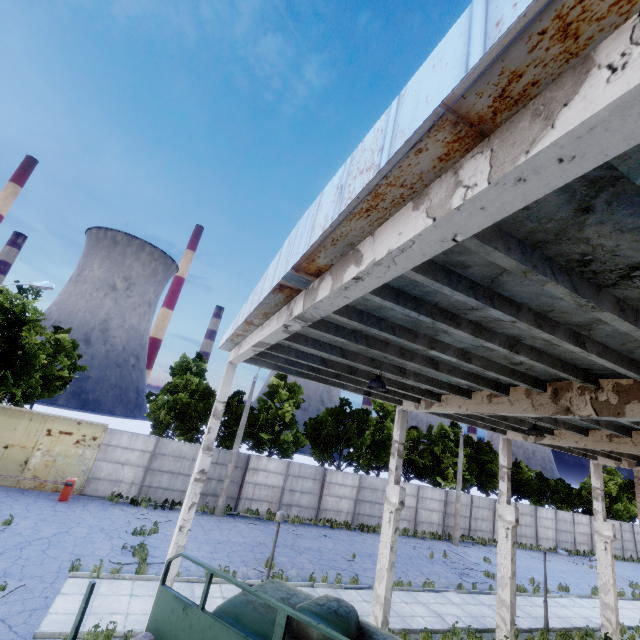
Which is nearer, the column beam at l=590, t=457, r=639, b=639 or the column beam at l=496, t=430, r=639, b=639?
the column beam at l=496, t=430, r=639, b=639

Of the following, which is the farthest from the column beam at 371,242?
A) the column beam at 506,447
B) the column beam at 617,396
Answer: the column beam at 506,447

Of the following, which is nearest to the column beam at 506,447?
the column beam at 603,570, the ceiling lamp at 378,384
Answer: the column beam at 603,570

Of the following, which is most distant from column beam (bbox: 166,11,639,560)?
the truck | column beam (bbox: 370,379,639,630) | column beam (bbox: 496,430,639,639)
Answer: column beam (bbox: 496,430,639,639)

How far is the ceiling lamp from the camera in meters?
8.5

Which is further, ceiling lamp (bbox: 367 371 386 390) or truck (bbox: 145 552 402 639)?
ceiling lamp (bbox: 367 371 386 390)

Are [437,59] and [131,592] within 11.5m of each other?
no

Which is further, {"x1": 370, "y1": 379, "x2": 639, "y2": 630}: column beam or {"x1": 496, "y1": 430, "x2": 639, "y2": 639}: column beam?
{"x1": 496, "y1": 430, "x2": 639, "y2": 639}: column beam
